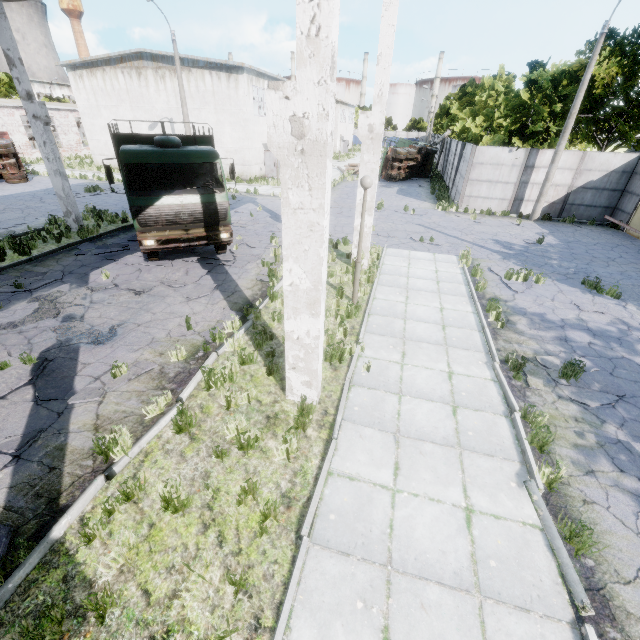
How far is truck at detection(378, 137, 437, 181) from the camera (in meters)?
29.63

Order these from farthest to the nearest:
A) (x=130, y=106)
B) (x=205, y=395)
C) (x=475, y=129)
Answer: (x=130, y=106) → (x=475, y=129) → (x=205, y=395)

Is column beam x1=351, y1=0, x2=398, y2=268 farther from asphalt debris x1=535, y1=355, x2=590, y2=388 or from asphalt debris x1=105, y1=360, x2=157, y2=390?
asphalt debris x1=105, y1=360, x2=157, y2=390

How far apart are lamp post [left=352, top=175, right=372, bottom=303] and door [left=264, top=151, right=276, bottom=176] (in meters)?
24.80

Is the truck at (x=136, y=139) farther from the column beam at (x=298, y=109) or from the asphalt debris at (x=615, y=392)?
the asphalt debris at (x=615, y=392)

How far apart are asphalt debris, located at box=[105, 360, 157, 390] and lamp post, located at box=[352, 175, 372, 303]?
5.4m

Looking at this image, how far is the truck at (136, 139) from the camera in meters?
9.5

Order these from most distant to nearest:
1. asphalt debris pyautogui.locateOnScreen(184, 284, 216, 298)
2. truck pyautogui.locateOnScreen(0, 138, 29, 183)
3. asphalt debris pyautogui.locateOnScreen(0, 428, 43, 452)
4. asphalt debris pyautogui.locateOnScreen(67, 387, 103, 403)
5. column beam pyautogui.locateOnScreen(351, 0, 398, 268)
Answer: truck pyautogui.locateOnScreen(0, 138, 29, 183)
asphalt debris pyautogui.locateOnScreen(184, 284, 216, 298)
column beam pyautogui.locateOnScreen(351, 0, 398, 268)
asphalt debris pyautogui.locateOnScreen(67, 387, 103, 403)
asphalt debris pyautogui.locateOnScreen(0, 428, 43, 452)
